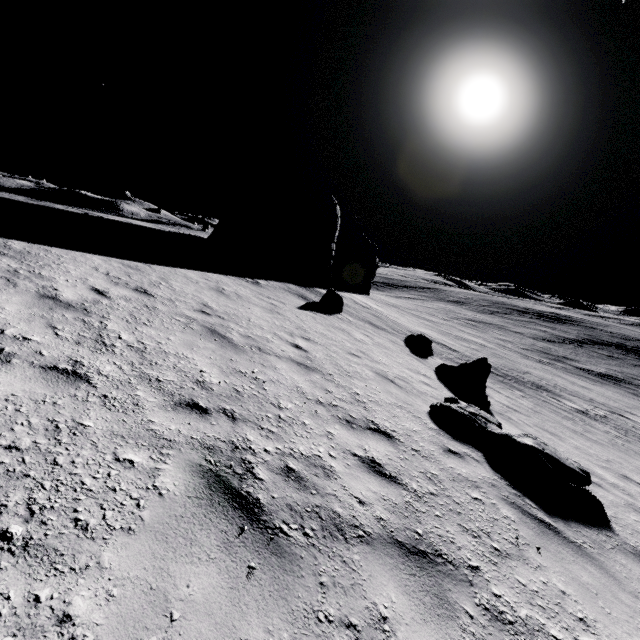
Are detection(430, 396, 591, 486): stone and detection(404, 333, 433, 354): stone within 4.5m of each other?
no

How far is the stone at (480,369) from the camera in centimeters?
1073cm

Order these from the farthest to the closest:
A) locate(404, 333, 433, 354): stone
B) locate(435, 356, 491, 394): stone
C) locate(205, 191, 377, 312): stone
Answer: locate(205, 191, 377, 312): stone → locate(404, 333, 433, 354): stone → locate(435, 356, 491, 394): stone

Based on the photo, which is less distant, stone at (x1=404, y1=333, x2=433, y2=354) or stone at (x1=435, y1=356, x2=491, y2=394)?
stone at (x1=435, y1=356, x2=491, y2=394)

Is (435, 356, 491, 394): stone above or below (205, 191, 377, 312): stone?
below

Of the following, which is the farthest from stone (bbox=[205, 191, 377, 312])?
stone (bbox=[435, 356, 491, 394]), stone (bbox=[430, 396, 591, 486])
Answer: stone (bbox=[430, 396, 591, 486])

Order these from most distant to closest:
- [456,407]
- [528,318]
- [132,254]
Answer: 1. [528,318]
2. [132,254]
3. [456,407]

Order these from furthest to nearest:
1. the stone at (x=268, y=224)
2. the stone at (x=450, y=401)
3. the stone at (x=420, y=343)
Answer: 1. the stone at (x=268, y=224)
2. the stone at (x=420, y=343)
3. the stone at (x=450, y=401)
